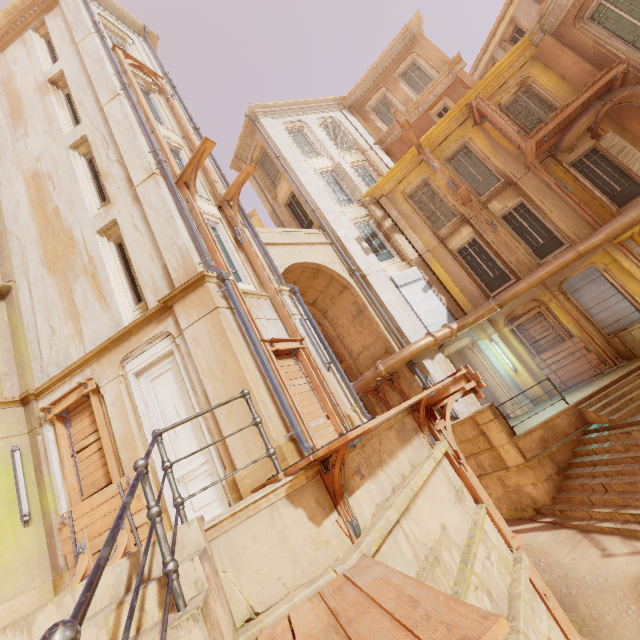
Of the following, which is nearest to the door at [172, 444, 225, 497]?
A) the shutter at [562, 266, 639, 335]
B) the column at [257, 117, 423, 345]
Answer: the column at [257, 117, 423, 345]

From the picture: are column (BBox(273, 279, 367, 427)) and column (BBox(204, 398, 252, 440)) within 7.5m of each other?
yes

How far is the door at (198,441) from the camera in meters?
6.7

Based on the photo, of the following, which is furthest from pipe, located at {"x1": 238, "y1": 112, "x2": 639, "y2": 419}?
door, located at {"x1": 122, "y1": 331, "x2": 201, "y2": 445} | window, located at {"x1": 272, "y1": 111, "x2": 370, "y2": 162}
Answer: door, located at {"x1": 122, "y1": 331, "x2": 201, "y2": 445}

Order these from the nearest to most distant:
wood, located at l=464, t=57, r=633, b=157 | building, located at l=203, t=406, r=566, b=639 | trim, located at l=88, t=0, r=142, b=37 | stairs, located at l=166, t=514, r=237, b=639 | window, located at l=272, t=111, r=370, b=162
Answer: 1. stairs, located at l=166, t=514, r=237, b=639
2. building, located at l=203, t=406, r=566, b=639
3. wood, located at l=464, t=57, r=633, b=157
4. trim, located at l=88, t=0, r=142, b=37
5. window, located at l=272, t=111, r=370, b=162

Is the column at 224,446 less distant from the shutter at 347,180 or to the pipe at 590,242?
the pipe at 590,242

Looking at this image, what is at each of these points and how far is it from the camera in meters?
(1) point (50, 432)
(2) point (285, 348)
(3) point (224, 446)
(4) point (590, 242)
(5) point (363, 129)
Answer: (1) column, 7.7 m
(2) wood, 8.0 m
(3) column, 6.4 m
(4) pipe, 11.2 m
(5) column, 19.6 m

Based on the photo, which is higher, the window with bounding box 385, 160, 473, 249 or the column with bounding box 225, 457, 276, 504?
the window with bounding box 385, 160, 473, 249
